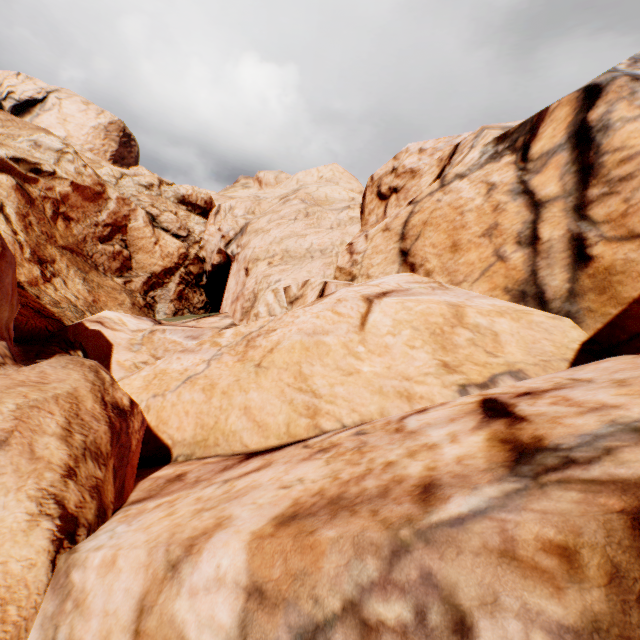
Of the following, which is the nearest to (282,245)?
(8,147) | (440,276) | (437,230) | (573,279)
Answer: (437,230)
